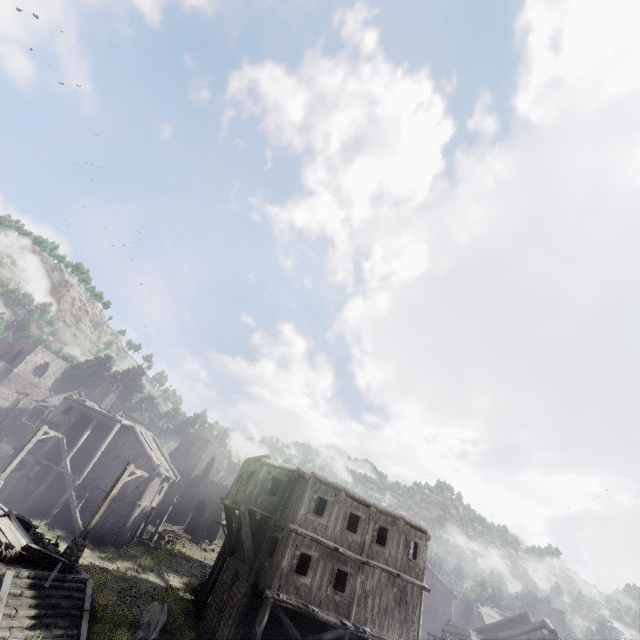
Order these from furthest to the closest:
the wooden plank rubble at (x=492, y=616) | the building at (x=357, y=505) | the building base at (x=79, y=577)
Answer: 1. the wooden plank rubble at (x=492, y=616)
2. the building at (x=357, y=505)
3. the building base at (x=79, y=577)

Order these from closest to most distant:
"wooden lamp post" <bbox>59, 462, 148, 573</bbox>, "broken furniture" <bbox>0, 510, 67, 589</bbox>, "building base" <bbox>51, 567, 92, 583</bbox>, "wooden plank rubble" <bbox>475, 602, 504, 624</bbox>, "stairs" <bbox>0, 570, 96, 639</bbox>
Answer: "stairs" <bbox>0, 570, 96, 639</bbox>
"broken furniture" <bbox>0, 510, 67, 589</bbox>
"building base" <bbox>51, 567, 92, 583</bbox>
"wooden lamp post" <bbox>59, 462, 148, 573</bbox>
"wooden plank rubble" <bbox>475, 602, 504, 624</bbox>

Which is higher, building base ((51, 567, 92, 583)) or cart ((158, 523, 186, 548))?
cart ((158, 523, 186, 548))

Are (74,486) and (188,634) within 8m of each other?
no

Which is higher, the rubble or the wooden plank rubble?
the wooden plank rubble

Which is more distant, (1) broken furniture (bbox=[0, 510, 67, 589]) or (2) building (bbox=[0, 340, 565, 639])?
(2) building (bbox=[0, 340, 565, 639])

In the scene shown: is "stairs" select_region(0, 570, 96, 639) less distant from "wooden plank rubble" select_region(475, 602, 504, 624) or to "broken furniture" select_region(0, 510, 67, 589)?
"broken furniture" select_region(0, 510, 67, 589)

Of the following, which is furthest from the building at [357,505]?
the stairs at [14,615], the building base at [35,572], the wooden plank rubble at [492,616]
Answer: the building base at [35,572]
